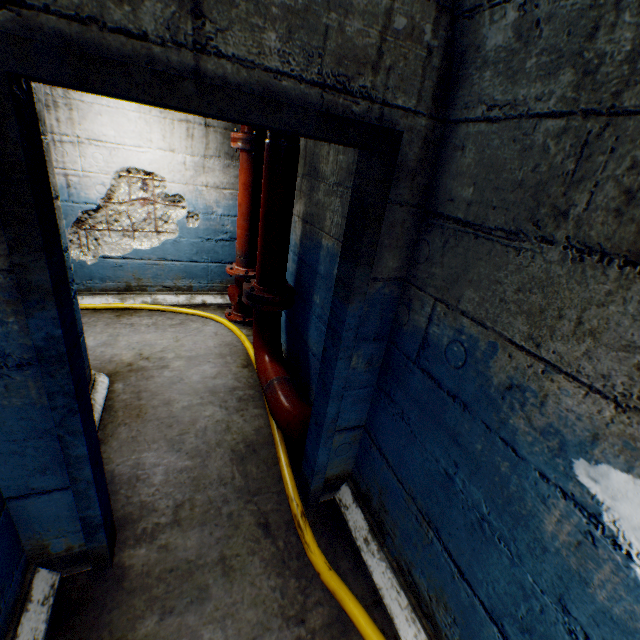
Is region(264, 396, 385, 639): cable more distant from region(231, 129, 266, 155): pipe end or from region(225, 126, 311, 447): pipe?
region(231, 129, 266, 155): pipe end

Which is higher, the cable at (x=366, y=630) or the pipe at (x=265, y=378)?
the pipe at (x=265, y=378)

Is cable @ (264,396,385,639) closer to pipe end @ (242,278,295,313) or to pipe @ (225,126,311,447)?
pipe @ (225,126,311,447)

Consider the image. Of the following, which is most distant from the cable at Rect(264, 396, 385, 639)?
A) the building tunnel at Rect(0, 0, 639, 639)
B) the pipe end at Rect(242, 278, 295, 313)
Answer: the pipe end at Rect(242, 278, 295, 313)

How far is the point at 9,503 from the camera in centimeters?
132cm

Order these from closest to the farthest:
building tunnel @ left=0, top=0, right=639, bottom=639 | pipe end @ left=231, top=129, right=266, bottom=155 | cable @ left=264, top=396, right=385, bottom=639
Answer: building tunnel @ left=0, top=0, right=639, bottom=639 < cable @ left=264, top=396, right=385, bottom=639 < pipe end @ left=231, top=129, right=266, bottom=155

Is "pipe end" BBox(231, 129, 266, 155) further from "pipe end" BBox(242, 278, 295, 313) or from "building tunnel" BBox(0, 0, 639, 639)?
"pipe end" BBox(242, 278, 295, 313)

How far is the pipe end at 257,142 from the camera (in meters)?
3.31
